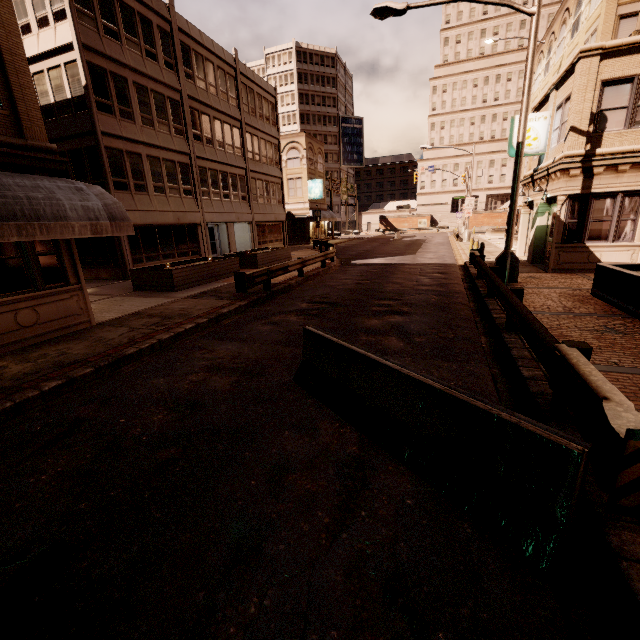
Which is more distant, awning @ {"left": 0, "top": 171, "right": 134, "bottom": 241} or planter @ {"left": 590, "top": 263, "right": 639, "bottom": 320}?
planter @ {"left": 590, "top": 263, "right": 639, "bottom": 320}

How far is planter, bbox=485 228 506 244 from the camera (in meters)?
36.09

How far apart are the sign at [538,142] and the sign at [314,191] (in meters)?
27.28

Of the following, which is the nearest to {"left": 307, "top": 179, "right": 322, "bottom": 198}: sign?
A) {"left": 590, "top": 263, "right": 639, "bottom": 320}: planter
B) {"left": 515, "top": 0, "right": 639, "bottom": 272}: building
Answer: {"left": 515, "top": 0, "right": 639, "bottom": 272}: building

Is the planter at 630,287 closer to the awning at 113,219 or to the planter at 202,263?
the awning at 113,219

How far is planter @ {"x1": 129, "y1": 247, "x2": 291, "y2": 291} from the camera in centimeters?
1407cm

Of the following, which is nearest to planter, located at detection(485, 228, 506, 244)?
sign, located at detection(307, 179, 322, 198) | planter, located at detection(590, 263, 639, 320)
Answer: sign, located at detection(307, 179, 322, 198)

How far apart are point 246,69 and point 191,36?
7.08m
